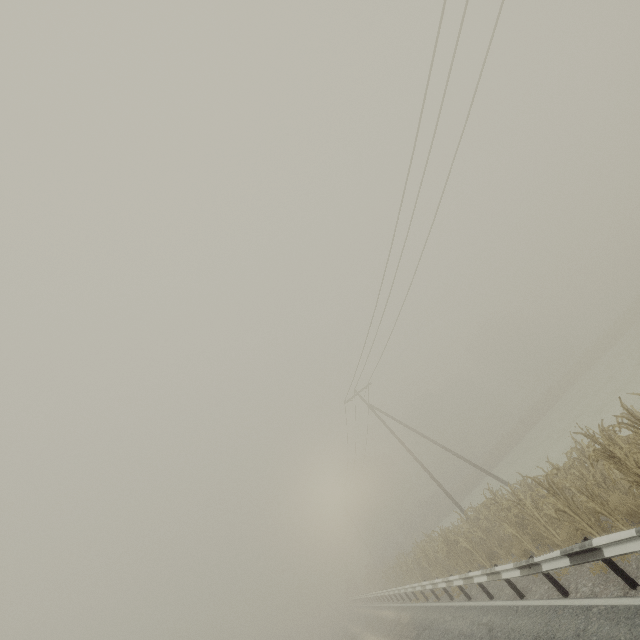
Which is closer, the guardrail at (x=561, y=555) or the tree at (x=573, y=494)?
the guardrail at (x=561, y=555)

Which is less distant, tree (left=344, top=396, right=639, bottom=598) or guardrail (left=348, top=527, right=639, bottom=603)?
guardrail (left=348, top=527, right=639, bottom=603)

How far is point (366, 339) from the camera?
19.5 meters
